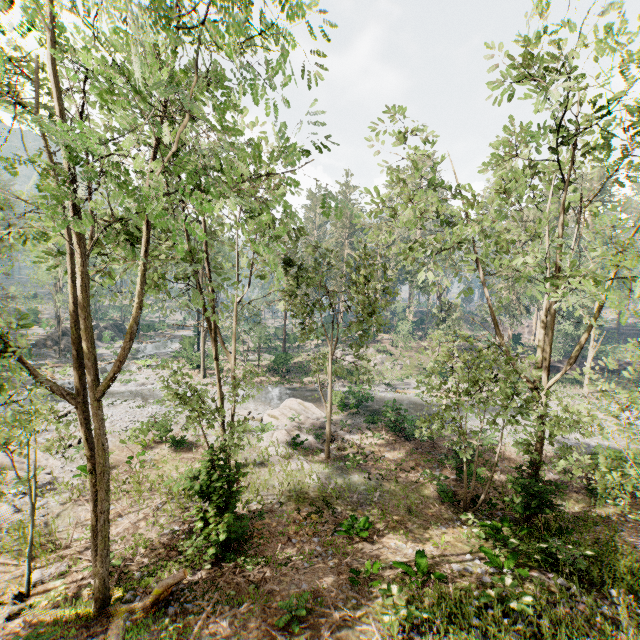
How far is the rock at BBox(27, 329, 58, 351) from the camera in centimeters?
4159cm

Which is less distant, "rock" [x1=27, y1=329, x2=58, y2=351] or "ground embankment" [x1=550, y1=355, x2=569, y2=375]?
"rock" [x1=27, y1=329, x2=58, y2=351]

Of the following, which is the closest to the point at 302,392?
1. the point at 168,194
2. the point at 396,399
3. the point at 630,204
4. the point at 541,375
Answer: the point at 396,399

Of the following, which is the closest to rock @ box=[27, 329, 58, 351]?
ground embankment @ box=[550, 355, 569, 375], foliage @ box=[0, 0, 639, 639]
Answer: foliage @ box=[0, 0, 639, 639]

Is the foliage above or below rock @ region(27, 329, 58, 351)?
above

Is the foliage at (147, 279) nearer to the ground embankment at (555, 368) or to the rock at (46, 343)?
the ground embankment at (555, 368)

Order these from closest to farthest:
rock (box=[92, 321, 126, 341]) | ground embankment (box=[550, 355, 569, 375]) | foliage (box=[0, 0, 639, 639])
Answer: foliage (box=[0, 0, 639, 639])
ground embankment (box=[550, 355, 569, 375])
rock (box=[92, 321, 126, 341])
